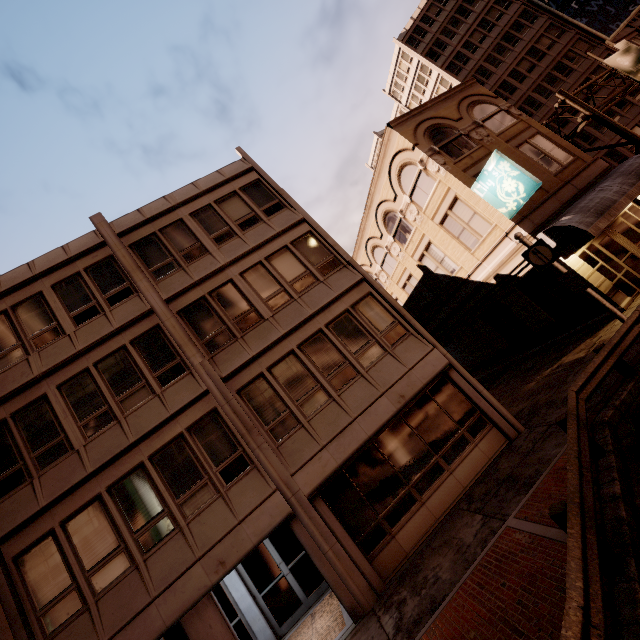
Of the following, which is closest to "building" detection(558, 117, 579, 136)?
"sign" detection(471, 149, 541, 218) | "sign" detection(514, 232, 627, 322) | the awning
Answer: the awning

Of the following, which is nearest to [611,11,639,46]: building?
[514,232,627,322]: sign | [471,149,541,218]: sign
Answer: [471,149,541,218]: sign

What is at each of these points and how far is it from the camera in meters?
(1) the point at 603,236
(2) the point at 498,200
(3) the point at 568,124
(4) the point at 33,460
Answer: (1) building, 14.5 m
(2) sign, 14.2 m
(3) building, 37.4 m
(4) building, 9.5 m

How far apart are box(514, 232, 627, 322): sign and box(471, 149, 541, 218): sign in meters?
3.5 m

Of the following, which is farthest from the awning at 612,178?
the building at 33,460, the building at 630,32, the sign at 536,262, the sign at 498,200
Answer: the building at 630,32

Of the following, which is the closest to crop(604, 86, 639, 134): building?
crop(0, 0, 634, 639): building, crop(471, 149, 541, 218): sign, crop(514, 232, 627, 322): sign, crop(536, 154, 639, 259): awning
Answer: crop(536, 154, 639, 259): awning

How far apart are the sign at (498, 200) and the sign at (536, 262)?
3.5m

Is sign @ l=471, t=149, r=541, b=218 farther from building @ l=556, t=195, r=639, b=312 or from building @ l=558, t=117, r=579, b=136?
building @ l=558, t=117, r=579, b=136
